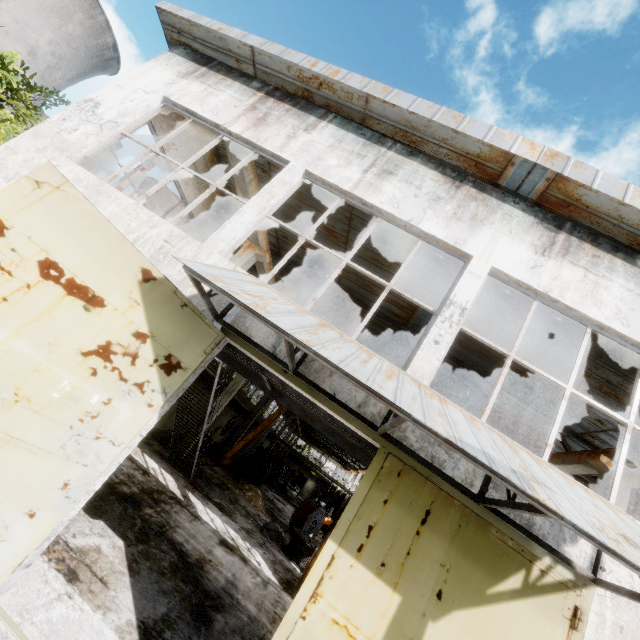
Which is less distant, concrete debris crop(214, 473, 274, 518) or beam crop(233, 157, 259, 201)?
beam crop(233, 157, 259, 201)

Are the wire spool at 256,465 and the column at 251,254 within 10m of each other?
no

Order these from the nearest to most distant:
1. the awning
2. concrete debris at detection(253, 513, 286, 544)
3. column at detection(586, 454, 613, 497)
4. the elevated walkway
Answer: the awning → the elevated walkway → column at detection(586, 454, 613, 497) → concrete debris at detection(253, 513, 286, 544)

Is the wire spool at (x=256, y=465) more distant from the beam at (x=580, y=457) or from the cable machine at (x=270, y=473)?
the beam at (x=580, y=457)

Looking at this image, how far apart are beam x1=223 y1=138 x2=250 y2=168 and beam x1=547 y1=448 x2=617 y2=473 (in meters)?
11.86

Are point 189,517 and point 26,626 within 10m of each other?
yes

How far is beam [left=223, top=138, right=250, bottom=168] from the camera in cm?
768
